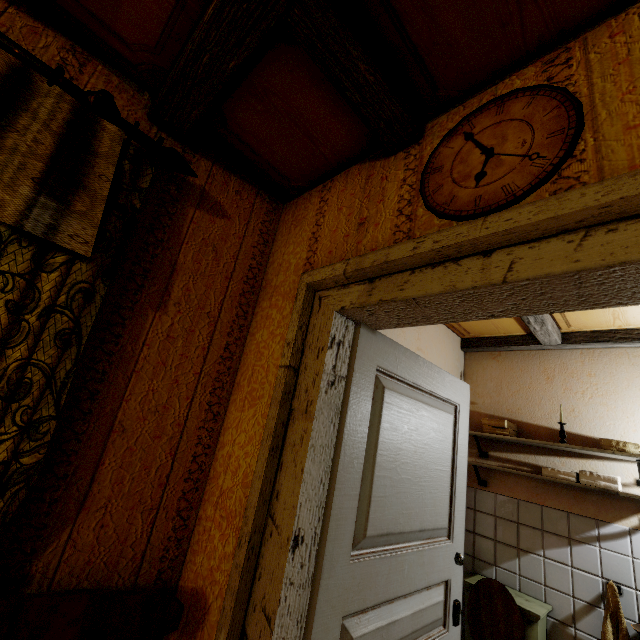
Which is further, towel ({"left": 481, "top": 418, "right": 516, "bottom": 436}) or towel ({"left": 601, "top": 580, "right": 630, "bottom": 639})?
towel ({"left": 481, "top": 418, "right": 516, "bottom": 436})

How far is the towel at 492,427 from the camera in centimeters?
277cm

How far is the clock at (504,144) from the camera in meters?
0.9 m

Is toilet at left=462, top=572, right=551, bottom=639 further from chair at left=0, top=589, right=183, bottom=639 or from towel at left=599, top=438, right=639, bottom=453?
chair at left=0, top=589, right=183, bottom=639

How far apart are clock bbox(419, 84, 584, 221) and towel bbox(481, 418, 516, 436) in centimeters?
245cm

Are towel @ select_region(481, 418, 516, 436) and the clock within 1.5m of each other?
no

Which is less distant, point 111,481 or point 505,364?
point 111,481

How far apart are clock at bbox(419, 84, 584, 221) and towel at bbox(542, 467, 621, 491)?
2.45m
